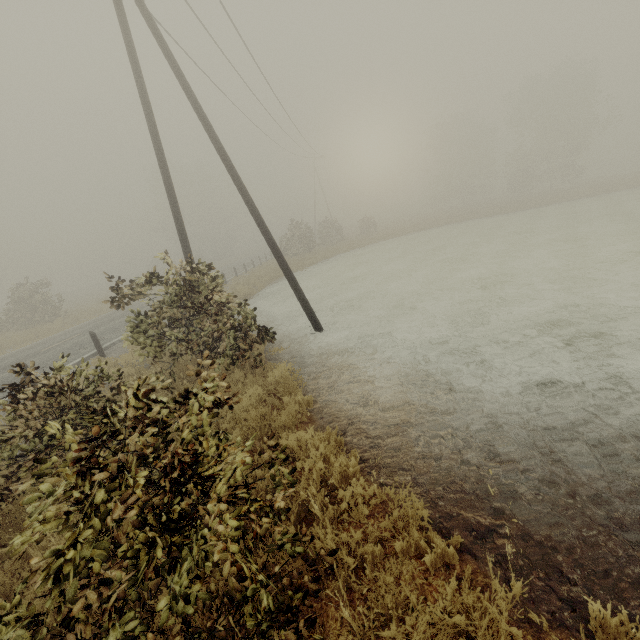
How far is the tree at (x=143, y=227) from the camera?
51.8 meters

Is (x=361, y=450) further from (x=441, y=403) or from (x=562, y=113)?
(x=562, y=113)

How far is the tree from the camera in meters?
51.8
